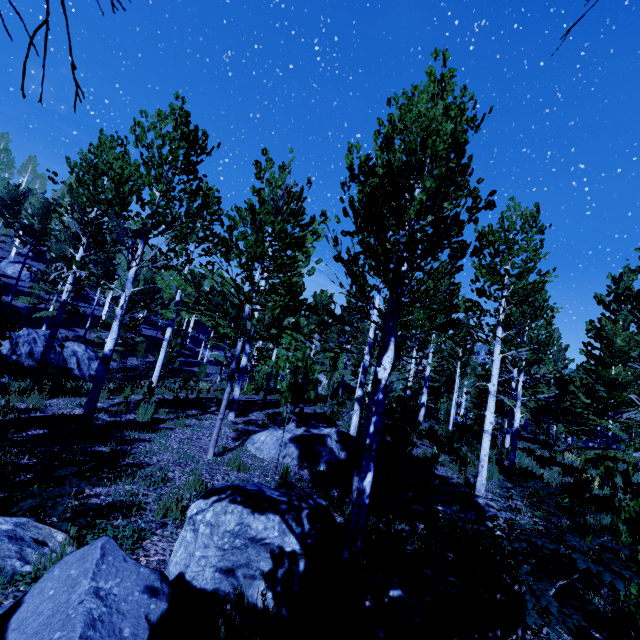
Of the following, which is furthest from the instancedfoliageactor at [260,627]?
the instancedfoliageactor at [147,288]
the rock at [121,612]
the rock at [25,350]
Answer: the rock at [25,350]

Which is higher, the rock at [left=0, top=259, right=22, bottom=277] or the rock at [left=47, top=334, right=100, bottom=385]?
the rock at [left=0, top=259, right=22, bottom=277]

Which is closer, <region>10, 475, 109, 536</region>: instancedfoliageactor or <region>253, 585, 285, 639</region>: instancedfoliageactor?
<region>253, 585, 285, 639</region>: instancedfoliageactor

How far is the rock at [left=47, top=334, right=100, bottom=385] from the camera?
15.9 meters

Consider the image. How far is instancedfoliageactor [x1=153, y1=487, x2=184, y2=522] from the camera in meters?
3.9

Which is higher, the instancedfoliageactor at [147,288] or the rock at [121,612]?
the instancedfoliageactor at [147,288]

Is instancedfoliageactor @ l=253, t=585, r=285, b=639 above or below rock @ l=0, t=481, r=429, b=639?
above

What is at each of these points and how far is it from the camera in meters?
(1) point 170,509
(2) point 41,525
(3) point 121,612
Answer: (1) instancedfoliageactor, 4.0 m
(2) rock, 2.9 m
(3) rock, 1.7 m
